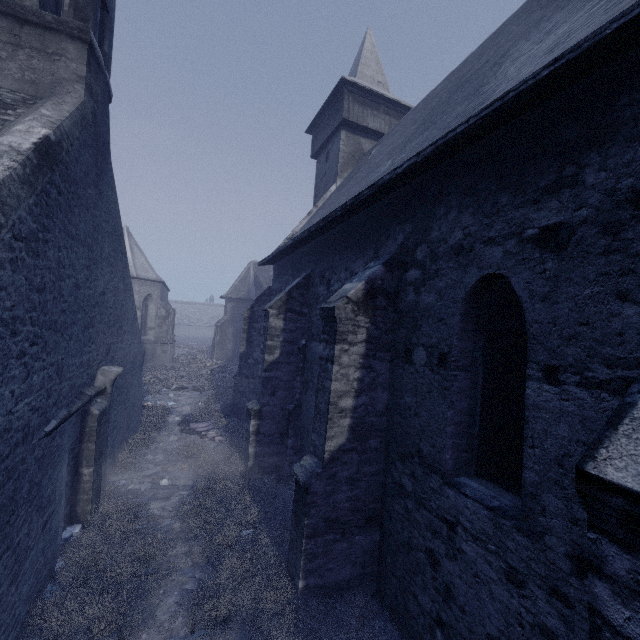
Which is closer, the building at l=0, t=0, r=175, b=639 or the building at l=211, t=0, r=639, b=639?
the building at l=211, t=0, r=639, b=639

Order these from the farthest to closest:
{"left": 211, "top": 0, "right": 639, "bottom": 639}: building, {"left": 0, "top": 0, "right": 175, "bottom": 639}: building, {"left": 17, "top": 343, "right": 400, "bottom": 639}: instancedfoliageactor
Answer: {"left": 17, "top": 343, "right": 400, "bottom": 639}: instancedfoliageactor < {"left": 0, "top": 0, "right": 175, "bottom": 639}: building < {"left": 211, "top": 0, "right": 639, "bottom": 639}: building

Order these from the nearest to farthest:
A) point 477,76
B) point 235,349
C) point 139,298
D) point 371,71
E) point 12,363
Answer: point 12,363
point 477,76
point 371,71
point 139,298
point 235,349

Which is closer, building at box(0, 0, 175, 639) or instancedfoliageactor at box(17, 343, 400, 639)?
building at box(0, 0, 175, 639)

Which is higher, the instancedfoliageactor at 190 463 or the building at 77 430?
the building at 77 430

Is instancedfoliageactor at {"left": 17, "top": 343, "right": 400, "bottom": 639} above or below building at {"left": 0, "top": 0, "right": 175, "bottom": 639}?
below
